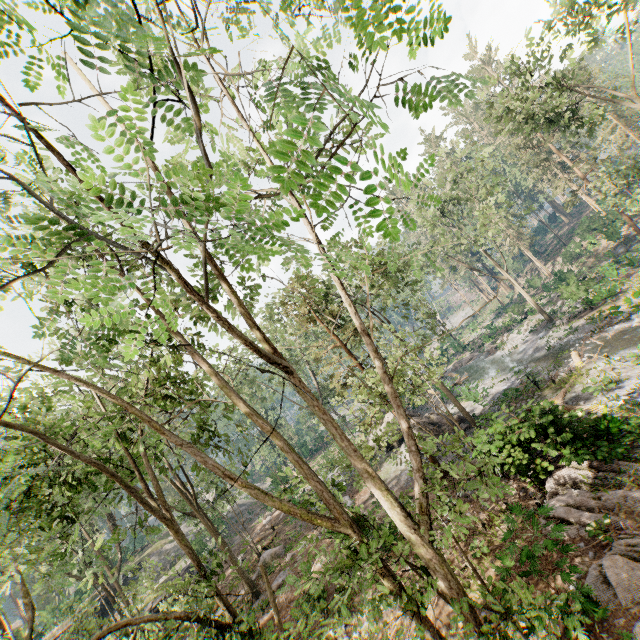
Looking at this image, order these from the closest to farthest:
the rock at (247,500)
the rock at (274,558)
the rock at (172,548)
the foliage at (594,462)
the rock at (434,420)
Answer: the foliage at (594,462), the rock at (274,558), the rock at (434,420), the rock at (172,548), the rock at (247,500)

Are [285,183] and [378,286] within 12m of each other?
no

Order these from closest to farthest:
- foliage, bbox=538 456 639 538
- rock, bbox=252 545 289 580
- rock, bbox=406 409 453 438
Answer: foliage, bbox=538 456 639 538, rock, bbox=252 545 289 580, rock, bbox=406 409 453 438

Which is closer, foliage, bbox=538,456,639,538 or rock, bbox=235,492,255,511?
foliage, bbox=538,456,639,538

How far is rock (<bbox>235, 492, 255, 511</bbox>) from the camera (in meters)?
43.09

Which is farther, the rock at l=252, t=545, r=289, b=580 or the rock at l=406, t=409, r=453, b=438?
the rock at l=406, t=409, r=453, b=438

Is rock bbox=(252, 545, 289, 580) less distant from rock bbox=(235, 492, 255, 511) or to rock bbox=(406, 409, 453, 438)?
rock bbox=(406, 409, 453, 438)

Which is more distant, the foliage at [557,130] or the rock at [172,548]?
the rock at [172,548]
